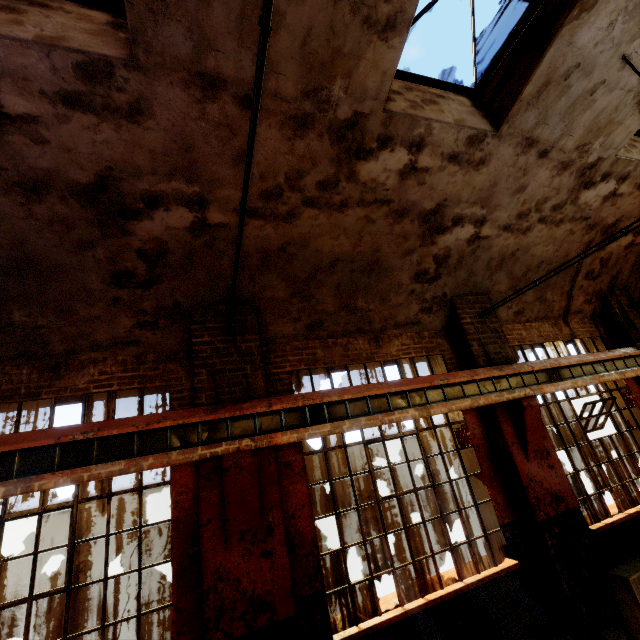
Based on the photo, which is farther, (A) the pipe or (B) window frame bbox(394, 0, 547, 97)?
(B) window frame bbox(394, 0, 547, 97)

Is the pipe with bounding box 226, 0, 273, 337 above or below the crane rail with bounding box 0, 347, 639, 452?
above

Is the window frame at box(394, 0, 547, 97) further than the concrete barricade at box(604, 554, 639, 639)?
Yes

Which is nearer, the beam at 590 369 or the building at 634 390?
the beam at 590 369

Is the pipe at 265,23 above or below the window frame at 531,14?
below

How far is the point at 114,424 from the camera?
3.8m

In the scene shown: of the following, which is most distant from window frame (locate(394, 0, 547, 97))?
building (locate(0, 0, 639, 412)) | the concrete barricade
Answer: the concrete barricade

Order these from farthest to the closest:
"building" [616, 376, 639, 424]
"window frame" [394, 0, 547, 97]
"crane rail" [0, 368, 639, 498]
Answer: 1. "building" [616, 376, 639, 424]
2. "window frame" [394, 0, 547, 97]
3. "crane rail" [0, 368, 639, 498]
